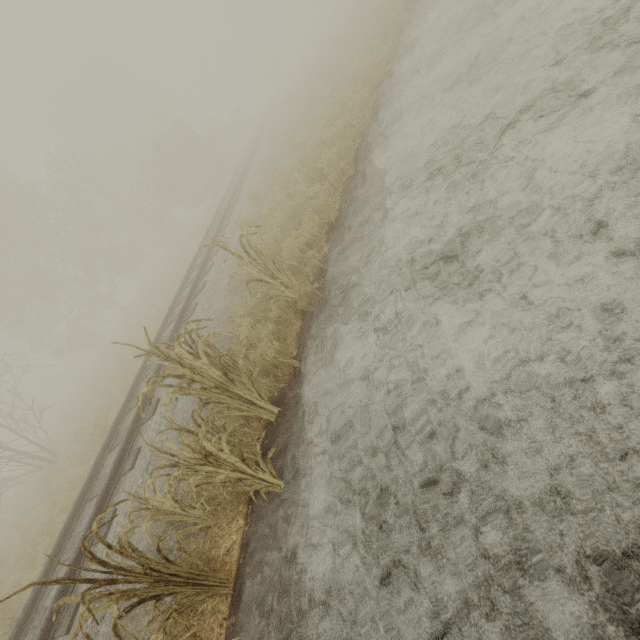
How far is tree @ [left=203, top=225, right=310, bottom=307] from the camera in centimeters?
470cm

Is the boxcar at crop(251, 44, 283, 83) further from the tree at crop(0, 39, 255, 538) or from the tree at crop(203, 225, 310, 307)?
the tree at crop(203, 225, 310, 307)

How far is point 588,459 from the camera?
2.0m

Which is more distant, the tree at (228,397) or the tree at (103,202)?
the tree at (103,202)

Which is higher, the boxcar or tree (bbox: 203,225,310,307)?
the boxcar

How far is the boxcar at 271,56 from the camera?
50.49m
